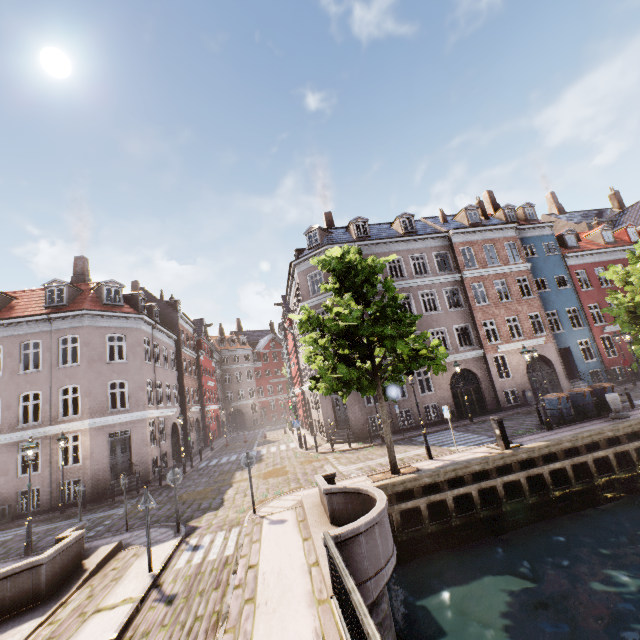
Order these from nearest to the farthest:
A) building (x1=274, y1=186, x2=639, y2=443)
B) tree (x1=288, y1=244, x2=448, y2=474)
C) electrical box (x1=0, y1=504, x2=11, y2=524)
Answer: tree (x1=288, y1=244, x2=448, y2=474) < electrical box (x1=0, y1=504, x2=11, y2=524) < building (x1=274, y1=186, x2=639, y2=443)

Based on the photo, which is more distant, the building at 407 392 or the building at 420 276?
the building at 420 276

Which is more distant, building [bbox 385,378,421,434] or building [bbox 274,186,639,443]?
building [bbox 274,186,639,443]

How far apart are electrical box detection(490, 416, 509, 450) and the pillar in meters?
6.0 m

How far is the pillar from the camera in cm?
1423

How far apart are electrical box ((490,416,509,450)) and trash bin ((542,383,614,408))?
6.3m

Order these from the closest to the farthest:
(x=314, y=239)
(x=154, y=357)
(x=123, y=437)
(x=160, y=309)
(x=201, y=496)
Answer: (x=201, y=496) → (x=123, y=437) → (x=154, y=357) → (x=314, y=239) → (x=160, y=309)

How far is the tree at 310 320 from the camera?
11.42m
